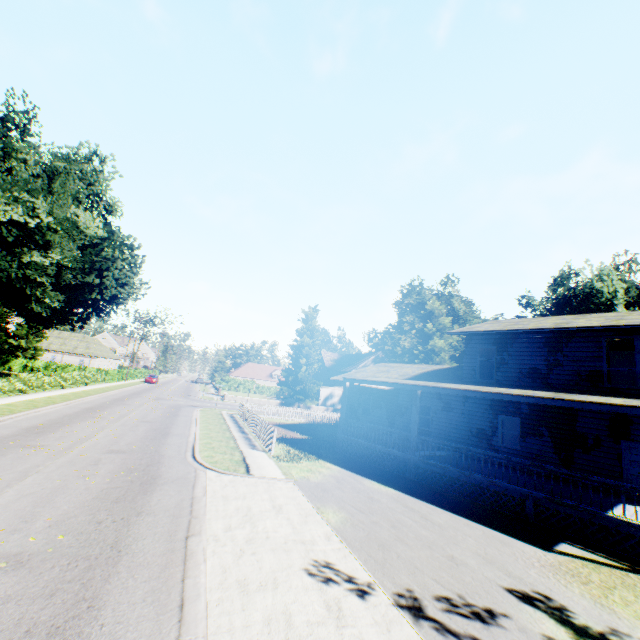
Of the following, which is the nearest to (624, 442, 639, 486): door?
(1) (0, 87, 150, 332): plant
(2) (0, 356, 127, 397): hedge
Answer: (1) (0, 87, 150, 332): plant

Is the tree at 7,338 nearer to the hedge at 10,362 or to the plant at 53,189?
the hedge at 10,362

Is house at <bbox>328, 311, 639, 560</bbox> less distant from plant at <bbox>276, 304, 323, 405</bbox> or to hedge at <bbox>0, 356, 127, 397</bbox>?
plant at <bbox>276, 304, 323, 405</bbox>

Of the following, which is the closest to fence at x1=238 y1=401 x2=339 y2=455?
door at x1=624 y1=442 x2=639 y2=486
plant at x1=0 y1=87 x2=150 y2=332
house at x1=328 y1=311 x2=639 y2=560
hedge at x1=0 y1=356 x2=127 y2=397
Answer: plant at x1=0 y1=87 x2=150 y2=332

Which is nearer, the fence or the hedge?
the fence

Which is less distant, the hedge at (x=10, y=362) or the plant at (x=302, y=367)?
the hedge at (x=10, y=362)

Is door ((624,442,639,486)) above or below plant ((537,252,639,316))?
below

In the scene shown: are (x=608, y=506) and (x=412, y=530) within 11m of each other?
yes
